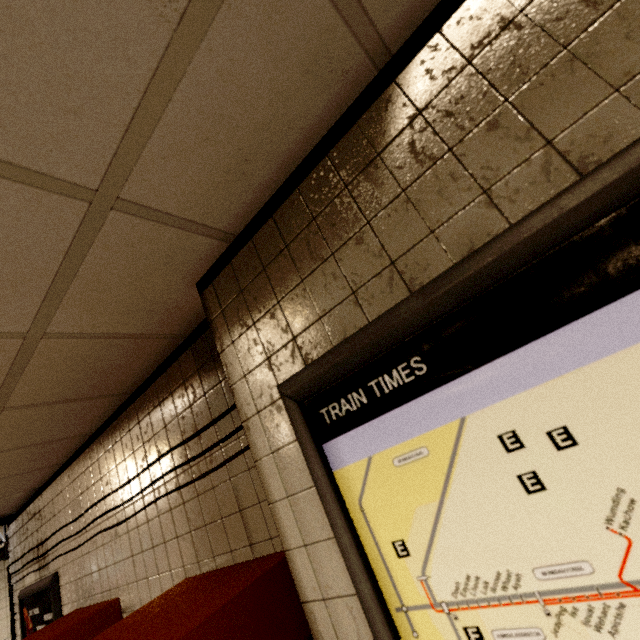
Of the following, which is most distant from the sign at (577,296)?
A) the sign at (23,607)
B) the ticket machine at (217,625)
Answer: the sign at (23,607)

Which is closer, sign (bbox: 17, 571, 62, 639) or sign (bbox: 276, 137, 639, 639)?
sign (bbox: 276, 137, 639, 639)

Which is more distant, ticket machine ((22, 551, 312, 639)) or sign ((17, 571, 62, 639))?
sign ((17, 571, 62, 639))

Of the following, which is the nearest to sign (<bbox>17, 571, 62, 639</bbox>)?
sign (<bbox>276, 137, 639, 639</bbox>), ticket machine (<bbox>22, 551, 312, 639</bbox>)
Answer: ticket machine (<bbox>22, 551, 312, 639</bbox>)

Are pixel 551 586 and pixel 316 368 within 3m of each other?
yes

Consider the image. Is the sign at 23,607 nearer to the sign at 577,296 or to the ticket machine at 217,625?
the ticket machine at 217,625

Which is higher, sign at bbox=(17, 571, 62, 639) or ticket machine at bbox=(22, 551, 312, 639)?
sign at bbox=(17, 571, 62, 639)
